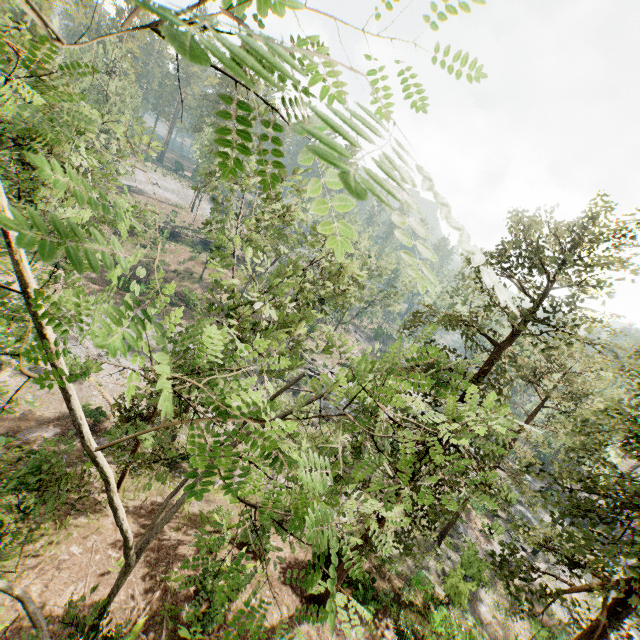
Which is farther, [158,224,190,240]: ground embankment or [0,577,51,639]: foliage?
[158,224,190,240]: ground embankment

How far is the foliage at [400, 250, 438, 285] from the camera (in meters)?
0.89

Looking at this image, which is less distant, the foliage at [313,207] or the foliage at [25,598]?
the foliage at [313,207]

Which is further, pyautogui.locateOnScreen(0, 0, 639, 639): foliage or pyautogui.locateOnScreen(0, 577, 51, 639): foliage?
pyautogui.locateOnScreen(0, 577, 51, 639): foliage

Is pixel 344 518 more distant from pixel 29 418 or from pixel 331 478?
pixel 331 478

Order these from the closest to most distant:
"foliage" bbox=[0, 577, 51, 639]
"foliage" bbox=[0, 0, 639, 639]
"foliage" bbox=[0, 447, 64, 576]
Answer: "foliage" bbox=[0, 0, 639, 639]
"foliage" bbox=[0, 577, 51, 639]
"foliage" bbox=[0, 447, 64, 576]

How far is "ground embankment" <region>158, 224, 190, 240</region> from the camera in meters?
50.4 m

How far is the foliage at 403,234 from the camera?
0.8m
